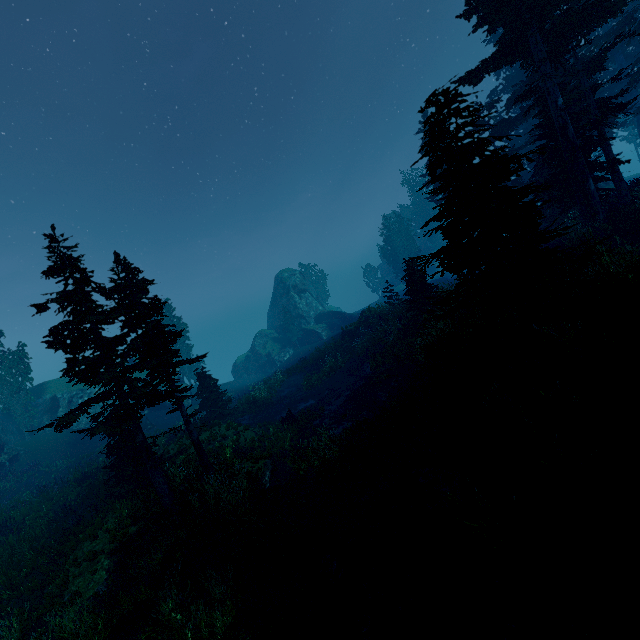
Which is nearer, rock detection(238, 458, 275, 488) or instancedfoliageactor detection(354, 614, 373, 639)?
instancedfoliageactor detection(354, 614, 373, 639)

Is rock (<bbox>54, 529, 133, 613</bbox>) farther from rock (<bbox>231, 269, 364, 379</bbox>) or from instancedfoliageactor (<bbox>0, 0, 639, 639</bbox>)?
rock (<bbox>231, 269, 364, 379</bbox>)

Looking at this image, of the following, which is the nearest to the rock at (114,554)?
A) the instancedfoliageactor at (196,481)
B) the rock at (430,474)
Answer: the instancedfoliageactor at (196,481)

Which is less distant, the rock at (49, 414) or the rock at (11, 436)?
the rock at (11, 436)

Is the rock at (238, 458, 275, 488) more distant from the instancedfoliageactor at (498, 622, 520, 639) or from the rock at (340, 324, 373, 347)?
the rock at (340, 324, 373, 347)

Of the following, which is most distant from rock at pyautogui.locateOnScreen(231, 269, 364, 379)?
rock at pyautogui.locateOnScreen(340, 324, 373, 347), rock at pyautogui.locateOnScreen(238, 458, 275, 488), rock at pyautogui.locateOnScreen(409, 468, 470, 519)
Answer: rock at pyautogui.locateOnScreen(409, 468, 470, 519)

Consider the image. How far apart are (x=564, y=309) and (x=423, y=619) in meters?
9.0

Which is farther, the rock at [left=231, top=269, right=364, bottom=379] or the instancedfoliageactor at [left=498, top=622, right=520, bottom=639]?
the rock at [left=231, top=269, right=364, bottom=379]
